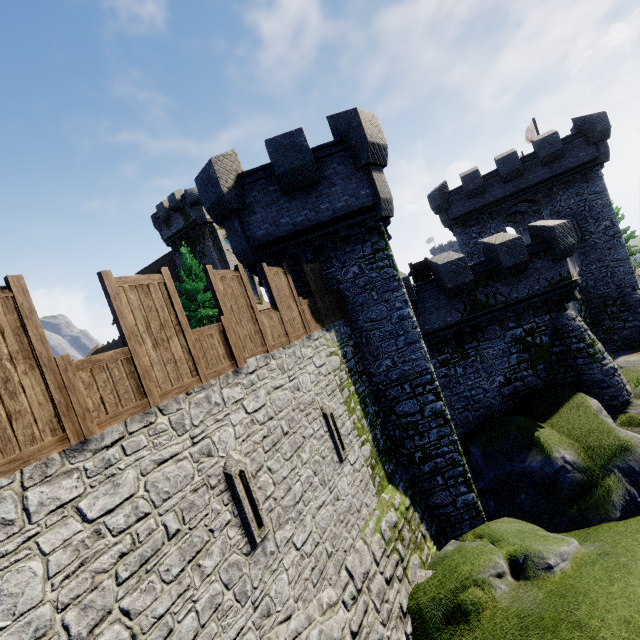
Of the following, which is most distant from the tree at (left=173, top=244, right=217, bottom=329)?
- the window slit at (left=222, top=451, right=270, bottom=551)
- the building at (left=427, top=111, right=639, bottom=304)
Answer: the window slit at (left=222, top=451, right=270, bottom=551)

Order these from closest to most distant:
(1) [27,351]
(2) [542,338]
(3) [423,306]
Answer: (1) [27,351] < (3) [423,306] < (2) [542,338]

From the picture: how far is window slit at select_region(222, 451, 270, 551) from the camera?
5.7 meters

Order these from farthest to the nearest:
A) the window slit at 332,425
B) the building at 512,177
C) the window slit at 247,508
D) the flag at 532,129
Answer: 1. the flag at 532,129
2. the building at 512,177
3. the window slit at 332,425
4. the window slit at 247,508

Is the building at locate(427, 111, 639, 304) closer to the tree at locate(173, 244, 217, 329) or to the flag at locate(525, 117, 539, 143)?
the flag at locate(525, 117, 539, 143)

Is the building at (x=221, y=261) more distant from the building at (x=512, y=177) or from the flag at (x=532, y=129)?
the flag at (x=532, y=129)

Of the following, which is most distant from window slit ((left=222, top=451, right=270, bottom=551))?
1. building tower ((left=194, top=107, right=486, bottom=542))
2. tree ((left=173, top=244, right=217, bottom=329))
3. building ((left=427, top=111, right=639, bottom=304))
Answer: building ((left=427, top=111, right=639, bottom=304))

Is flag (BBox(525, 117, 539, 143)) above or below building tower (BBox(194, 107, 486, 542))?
above
